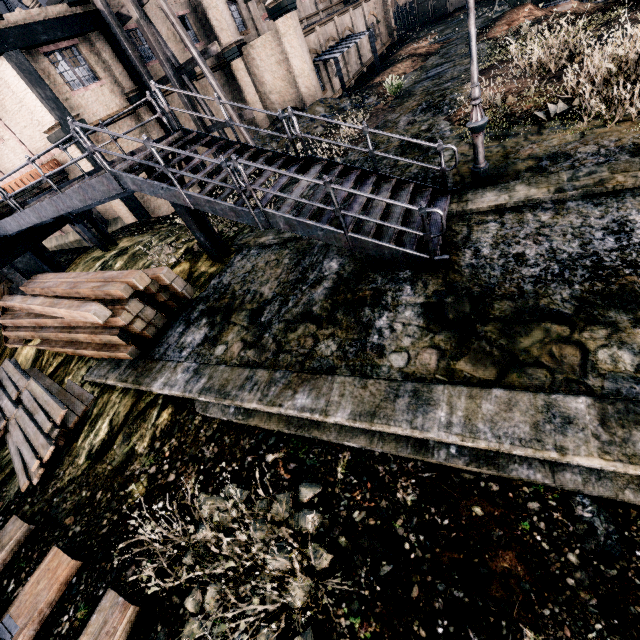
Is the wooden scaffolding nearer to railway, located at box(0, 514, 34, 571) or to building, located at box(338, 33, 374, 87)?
building, located at box(338, 33, 374, 87)

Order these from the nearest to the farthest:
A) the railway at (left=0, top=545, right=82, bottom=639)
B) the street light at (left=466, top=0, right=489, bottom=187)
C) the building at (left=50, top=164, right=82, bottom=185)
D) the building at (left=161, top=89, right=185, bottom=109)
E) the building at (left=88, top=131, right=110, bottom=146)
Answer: the railway at (left=0, top=545, right=82, bottom=639)
the street light at (left=466, top=0, right=489, bottom=187)
the building at (left=88, top=131, right=110, bottom=146)
the building at (left=50, top=164, right=82, bottom=185)
the building at (left=161, top=89, right=185, bottom=109)

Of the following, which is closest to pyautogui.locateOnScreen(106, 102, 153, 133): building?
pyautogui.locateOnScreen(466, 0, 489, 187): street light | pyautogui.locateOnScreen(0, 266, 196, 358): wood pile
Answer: pyautogui.locateOnScreen(0, 266, 196, 358): wood pile

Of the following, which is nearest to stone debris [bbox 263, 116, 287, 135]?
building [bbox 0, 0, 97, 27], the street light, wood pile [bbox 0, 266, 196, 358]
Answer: building [bbox 0, 0, 97, 27]

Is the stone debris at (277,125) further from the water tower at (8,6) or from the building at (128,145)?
the water tower at (8,6)

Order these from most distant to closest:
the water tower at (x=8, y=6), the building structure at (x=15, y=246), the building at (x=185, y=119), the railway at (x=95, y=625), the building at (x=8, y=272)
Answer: the water tower at (x=8, y=6)
the building at (x=185, y=119)
the building at (x=8, y=272)
the building structure at (x=15, y=246)
the railway at (x=95, y=625)

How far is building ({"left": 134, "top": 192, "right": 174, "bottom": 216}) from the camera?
18.7m

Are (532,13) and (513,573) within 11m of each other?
no
